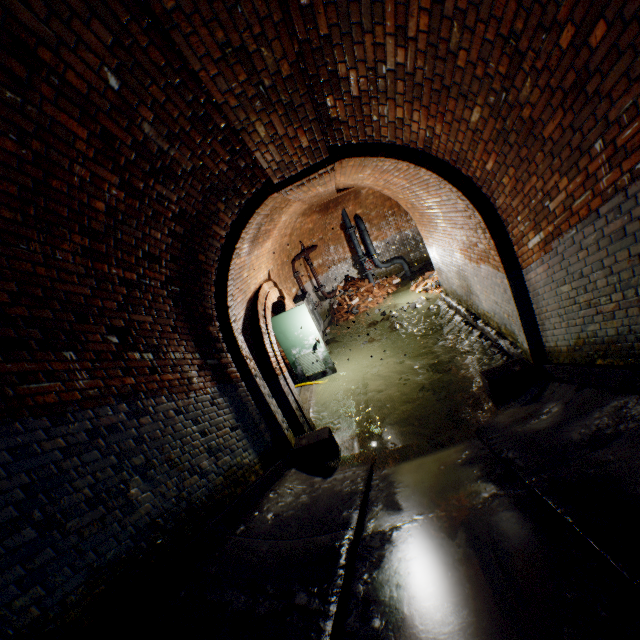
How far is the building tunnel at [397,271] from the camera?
14.4 meters

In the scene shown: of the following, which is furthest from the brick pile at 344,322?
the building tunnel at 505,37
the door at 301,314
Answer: the door at 301,314

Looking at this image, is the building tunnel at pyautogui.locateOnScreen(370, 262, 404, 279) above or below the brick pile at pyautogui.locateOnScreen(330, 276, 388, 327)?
above

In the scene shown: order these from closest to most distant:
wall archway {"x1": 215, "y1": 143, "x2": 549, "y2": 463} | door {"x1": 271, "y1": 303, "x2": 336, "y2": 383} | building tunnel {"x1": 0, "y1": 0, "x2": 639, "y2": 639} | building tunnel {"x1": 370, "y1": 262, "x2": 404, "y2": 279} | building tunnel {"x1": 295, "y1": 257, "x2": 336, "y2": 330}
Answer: building tunnel {"x1": 0, "y1": 0, "x2": 639, "y2": 639}
wall archway {"x1": 215, "y1": 143, "x2": 549, "y2": 463}
door {"x1": 271, "y1": 303, "x2": 336, "y2": 383}
building tunnel {"x1": 295, "y1": 257, "x2": 336, "y2": 330}
building tunnel {"x1": 370, "y1": 262, "x2": 404, "y2": 279}

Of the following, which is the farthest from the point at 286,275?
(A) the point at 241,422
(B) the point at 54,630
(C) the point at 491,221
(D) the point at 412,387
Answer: Result: (B) the point at 54,630

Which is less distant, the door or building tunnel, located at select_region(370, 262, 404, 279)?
the door

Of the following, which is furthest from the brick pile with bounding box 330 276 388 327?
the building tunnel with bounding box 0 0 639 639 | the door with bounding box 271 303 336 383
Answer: the door with bounding box 271 303 336 383

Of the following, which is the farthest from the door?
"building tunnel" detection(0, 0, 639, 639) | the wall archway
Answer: the wall archway
